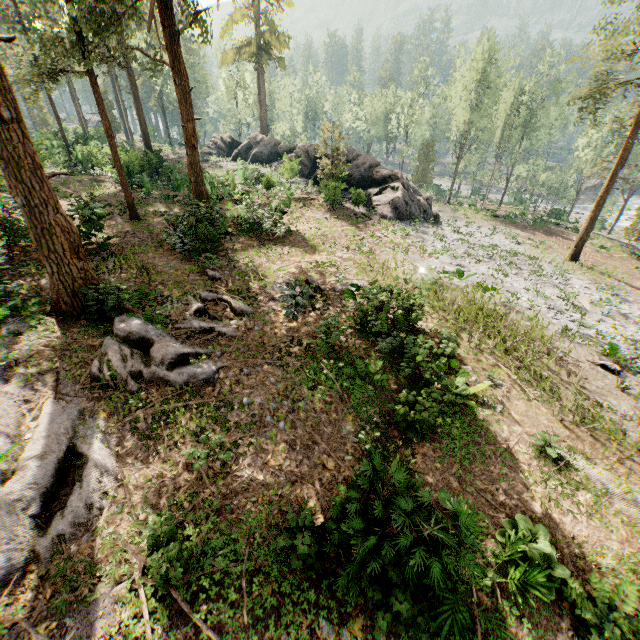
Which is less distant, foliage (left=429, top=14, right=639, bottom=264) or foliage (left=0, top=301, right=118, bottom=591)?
foliage (left=0, top=301, right=118, bottom=591)

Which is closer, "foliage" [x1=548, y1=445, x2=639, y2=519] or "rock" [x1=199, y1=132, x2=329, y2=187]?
"foliage" [x1=548, y1=445, x2=639, y2=519]

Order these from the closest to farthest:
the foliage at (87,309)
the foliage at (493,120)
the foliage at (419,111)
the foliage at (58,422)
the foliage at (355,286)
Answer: the foliage at (58,422), the foliage at (87,309), the foliage at (355,286), the foliage at (493,120), the foliage at (419,111)

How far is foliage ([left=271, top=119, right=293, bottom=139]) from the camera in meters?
56.2 m

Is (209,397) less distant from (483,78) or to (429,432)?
(429,432)

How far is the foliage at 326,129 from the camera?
25.16m

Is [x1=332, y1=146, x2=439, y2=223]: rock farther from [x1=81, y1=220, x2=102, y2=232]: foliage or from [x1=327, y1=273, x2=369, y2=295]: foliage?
[x1=327, y1=273, x2=369, y2=295]: foliage
